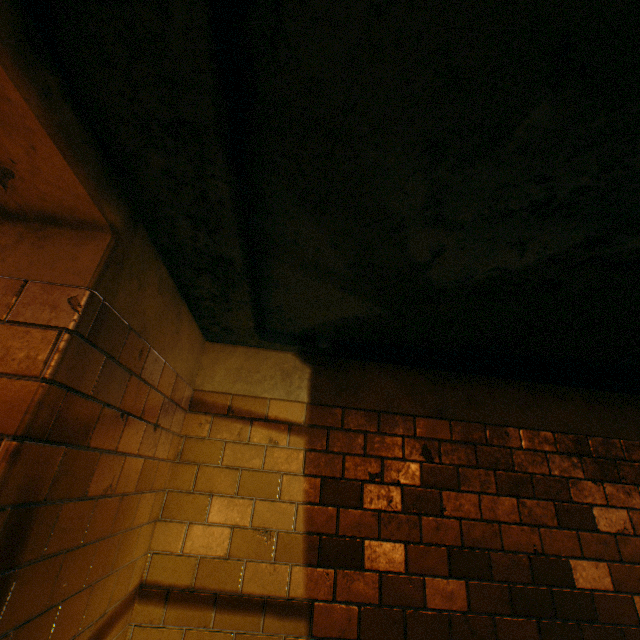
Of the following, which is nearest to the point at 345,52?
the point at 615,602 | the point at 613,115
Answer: the point at 613,115
